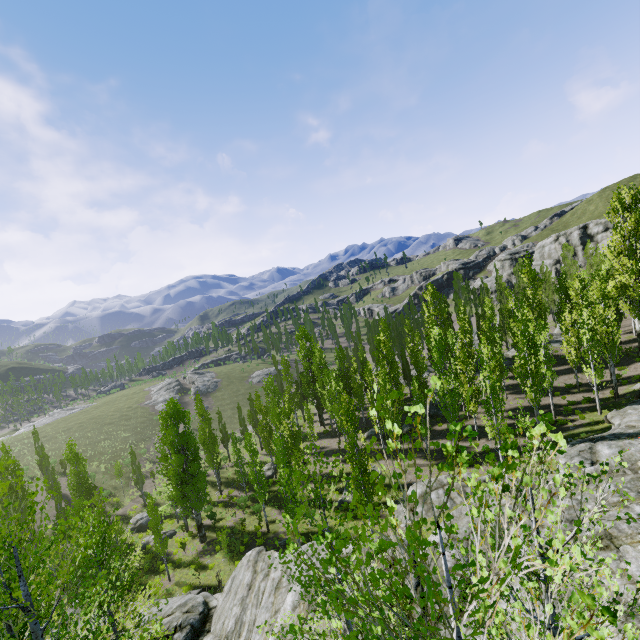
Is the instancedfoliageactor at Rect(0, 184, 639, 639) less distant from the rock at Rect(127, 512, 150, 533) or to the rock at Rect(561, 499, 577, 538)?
the rock at Rect(561, 499, 577, 538)

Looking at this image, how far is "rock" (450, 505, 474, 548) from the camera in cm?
1133

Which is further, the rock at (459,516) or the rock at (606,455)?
the rock at (459,516)

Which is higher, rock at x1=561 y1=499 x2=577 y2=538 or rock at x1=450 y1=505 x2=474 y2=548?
rock at x1=561 y1=499 x2=577 y2=538

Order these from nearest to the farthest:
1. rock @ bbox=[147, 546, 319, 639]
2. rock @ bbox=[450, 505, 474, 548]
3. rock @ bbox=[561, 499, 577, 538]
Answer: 1. rock @ bbox=[561, 499, 577, 538]
2. rock @ bbox=[450, 505, 474, 548]
3. rock @ bbox=[147, 546, 319, 639]

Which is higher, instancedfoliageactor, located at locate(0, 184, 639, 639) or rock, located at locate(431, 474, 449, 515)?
instancedfoliageactor, located at locate(0, 184, 639, 639)

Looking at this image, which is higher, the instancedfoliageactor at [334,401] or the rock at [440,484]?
the instancedfoliageactor at [334,401]

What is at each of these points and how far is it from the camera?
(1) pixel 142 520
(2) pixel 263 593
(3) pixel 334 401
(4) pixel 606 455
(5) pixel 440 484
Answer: (1) rock, 36.84m
(2) rock, 16.00m
(3) instancedfoliageactor, 41.34m
(4) rock, 17.45m
(5) rock, 24.61m
